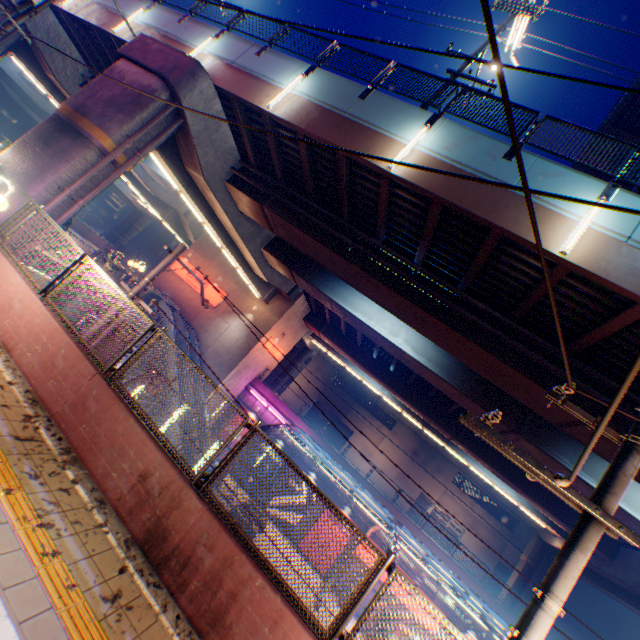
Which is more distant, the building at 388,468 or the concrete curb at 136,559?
the building at 388,468

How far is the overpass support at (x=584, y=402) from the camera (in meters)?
9.24

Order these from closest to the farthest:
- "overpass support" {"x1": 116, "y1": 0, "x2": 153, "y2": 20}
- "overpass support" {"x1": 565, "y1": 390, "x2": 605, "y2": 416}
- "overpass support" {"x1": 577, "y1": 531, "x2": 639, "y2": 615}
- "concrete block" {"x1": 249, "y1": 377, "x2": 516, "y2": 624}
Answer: "overpass support" {"x1": 565, "y1": 390, "x2": 605, "y2": 416}
"overpass support" {"x1": 116, "y1": 0, "x2": 153, "y2": 20}
"overpass support" {"x1": 577, "y1": 531, "x2": 639, "y2": 615}
"concrete block" {"x1": 249, "y1": 377, "x2": 516, "y2": 624}

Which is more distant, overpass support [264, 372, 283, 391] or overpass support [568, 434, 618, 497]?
overpass support [264, 372, 283, 391]

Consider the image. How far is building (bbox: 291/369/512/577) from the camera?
38.7m

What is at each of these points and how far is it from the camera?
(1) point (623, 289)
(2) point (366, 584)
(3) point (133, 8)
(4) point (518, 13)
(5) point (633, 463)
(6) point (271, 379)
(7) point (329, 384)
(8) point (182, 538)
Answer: (1) overpass support, 7.06m
(2) metal fence, 4.01m
(3) overpass support, 15.12m
(4) street light, 11.75m
(5) electric pole, 3.38m
(6) overpass support, 38.44m
(7) building, 48.84m
(8) concrete block, 4.39m

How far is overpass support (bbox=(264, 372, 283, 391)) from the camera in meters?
38.4 m

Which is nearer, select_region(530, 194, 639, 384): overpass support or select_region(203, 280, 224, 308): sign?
select_region(530, 194, 639, 384): overpass support
